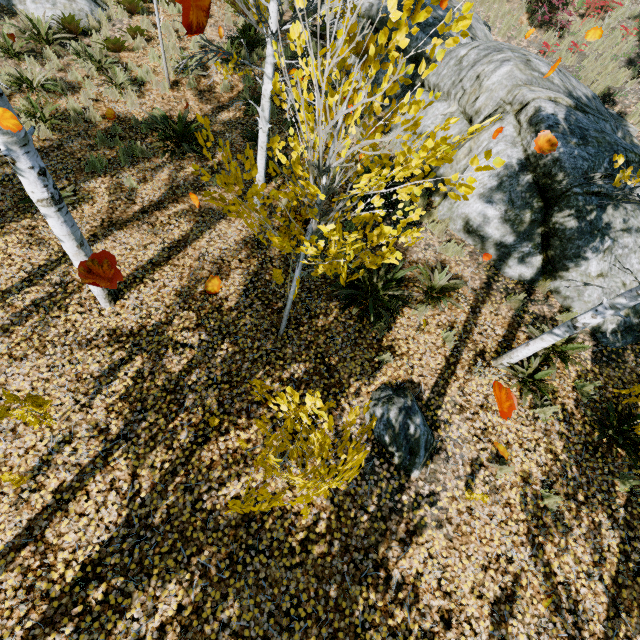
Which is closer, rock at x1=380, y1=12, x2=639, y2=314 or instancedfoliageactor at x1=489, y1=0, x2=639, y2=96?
rock at x1=380, y1=12, x2=639, y2=314

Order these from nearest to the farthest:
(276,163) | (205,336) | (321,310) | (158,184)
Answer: (276,163) < (205,336) < (321,310) < (158,184)

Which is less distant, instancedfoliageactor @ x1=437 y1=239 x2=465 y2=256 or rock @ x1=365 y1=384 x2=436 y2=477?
rock @ x1=365 y1=384 x2=436 y2=477

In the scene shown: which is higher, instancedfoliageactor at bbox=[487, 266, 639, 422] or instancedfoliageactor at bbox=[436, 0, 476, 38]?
instancedfoliageactor at bbox=[436, 0, 476, 38]

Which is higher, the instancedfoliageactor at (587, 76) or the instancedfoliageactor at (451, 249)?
the instancedfoliageactor at (587, 76)

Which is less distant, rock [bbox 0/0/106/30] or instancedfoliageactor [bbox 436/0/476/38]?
instancedfoliageactor [bbox 436/0/476/38]

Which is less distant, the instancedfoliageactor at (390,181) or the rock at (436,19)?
the instancedfoliageactor at (390,181)

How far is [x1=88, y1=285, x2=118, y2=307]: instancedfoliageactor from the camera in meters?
4.9
